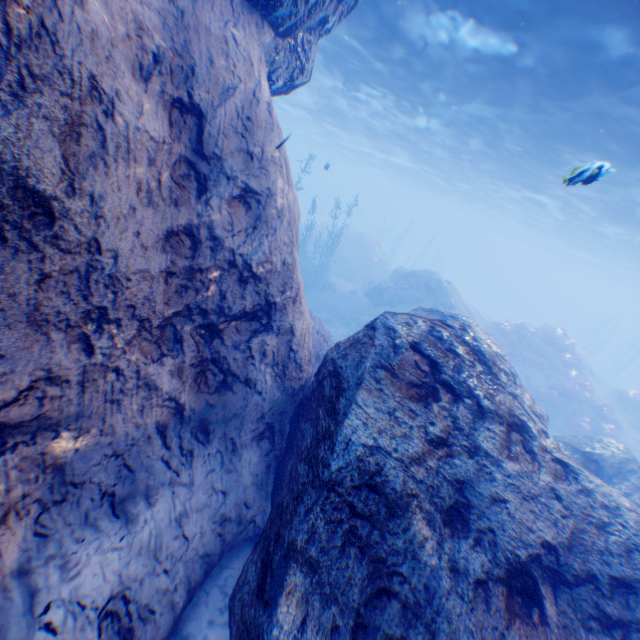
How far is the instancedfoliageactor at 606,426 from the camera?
18.98m

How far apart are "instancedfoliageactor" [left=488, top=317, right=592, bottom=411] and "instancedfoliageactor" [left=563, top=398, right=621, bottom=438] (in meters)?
3.93

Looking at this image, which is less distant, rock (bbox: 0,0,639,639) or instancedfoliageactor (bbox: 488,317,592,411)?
rock (bbox: 0,0,639,639)

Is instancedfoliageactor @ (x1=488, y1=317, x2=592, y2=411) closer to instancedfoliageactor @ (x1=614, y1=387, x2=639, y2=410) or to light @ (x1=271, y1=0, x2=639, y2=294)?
instancedfoliageactor @ (x1=614, y1=387, x2=639, y2=410)

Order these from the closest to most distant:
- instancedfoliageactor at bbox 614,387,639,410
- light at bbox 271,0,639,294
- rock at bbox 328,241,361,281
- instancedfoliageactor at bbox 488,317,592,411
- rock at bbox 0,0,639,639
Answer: rock at bbox 0,0,639,639 < light at bbox 271,0,639,294 < instancedfoliageactor at bbox 488,317,592,411 < instancedfoliageactor at bbox 614,387,639,410 < rock at bbox 328,241,361,281

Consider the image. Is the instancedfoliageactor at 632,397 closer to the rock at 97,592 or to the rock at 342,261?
the rock at 97,592

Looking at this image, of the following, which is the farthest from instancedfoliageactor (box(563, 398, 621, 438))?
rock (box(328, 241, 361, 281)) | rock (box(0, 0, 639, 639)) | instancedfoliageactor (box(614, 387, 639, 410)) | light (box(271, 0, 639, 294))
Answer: rock (box(328, 241, 361, 281))

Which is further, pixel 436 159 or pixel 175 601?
pixel 436 159
